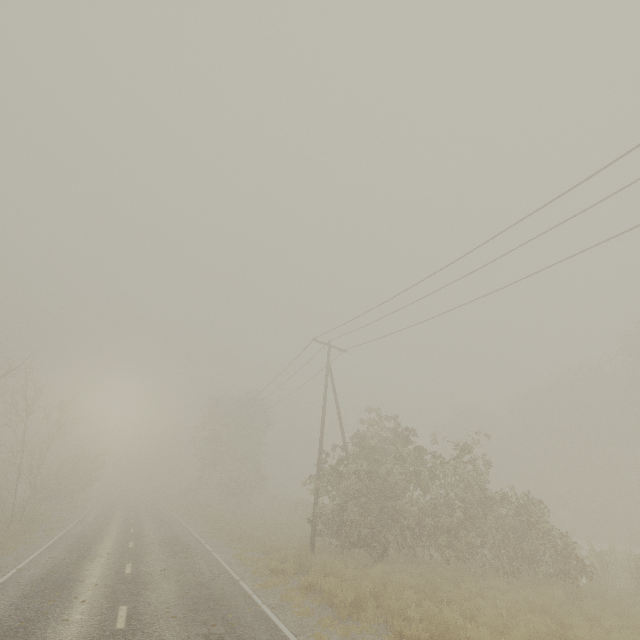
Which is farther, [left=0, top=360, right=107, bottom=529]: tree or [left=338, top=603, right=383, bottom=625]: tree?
[left=0, top=360, right=107, bottom=529]: tree

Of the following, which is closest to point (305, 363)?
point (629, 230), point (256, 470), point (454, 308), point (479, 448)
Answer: point (454, 308)

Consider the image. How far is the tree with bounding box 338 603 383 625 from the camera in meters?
8.8 m

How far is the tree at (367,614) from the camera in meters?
8.8

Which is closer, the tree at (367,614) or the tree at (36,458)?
the tree at (367,614)

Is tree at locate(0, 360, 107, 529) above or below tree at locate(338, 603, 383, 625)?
above
